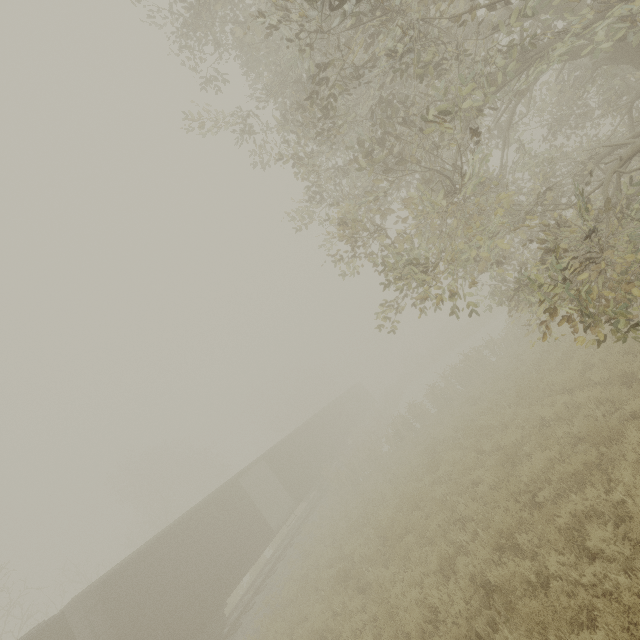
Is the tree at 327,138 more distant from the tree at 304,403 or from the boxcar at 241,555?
the tree at 304,403

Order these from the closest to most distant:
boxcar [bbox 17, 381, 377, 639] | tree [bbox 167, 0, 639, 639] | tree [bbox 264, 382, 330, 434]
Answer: tree [bbox 167, 0, 639, 639] < boxcar [bbox 17, 381, 377, 639] < tree [bbox 264, 382, 330, 434]

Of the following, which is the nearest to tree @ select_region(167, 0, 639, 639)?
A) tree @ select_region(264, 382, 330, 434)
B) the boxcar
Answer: the boxcar

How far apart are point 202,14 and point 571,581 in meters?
13.2 m

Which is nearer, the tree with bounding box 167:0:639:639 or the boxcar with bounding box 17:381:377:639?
the tree with bounding box 167:0:639:639

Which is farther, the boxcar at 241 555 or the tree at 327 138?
the boxcar at 241 555
